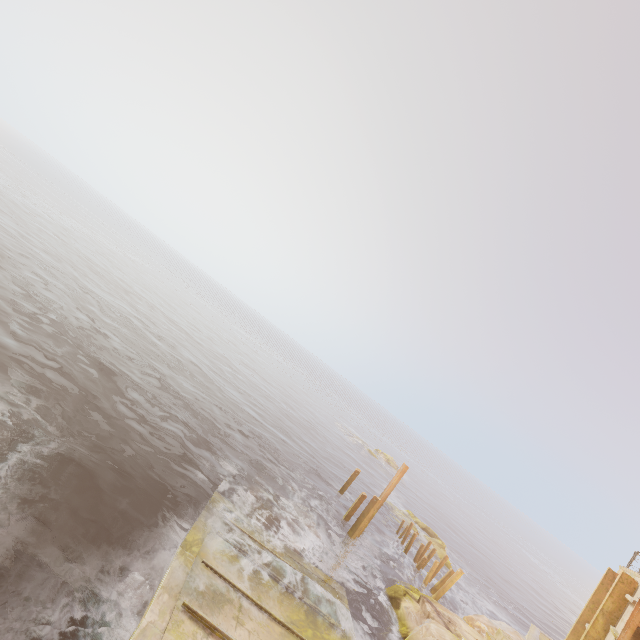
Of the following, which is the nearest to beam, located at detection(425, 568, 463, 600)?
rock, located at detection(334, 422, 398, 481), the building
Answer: the building

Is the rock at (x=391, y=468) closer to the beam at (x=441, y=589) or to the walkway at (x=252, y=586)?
the beam at (x=441, y=589)

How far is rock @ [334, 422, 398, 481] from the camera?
48.0m

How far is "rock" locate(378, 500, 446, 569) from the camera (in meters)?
26.05

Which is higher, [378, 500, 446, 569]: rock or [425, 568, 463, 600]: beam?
[425, 568, 463, 600]: beam

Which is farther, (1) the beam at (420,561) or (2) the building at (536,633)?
(1) the beam at (420,561)

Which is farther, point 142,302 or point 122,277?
point 122,277

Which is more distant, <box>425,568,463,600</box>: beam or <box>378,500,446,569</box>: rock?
<box>378,500,446,569</box>: rock
